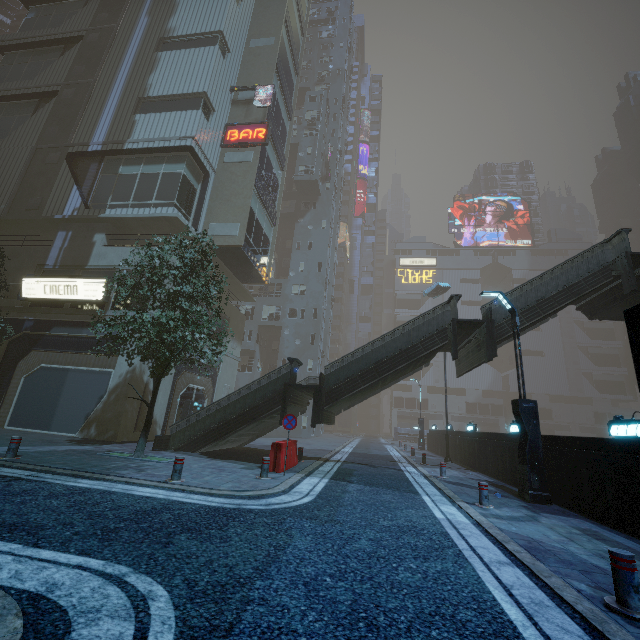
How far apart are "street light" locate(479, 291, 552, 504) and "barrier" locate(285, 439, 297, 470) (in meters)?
7.51

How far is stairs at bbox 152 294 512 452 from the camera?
12.9 meters

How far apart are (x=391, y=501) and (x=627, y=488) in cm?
515

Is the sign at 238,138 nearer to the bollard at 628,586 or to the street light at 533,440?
the street light at 533,440

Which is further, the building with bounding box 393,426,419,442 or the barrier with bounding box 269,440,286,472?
the building with bounding box 393,426,419,442

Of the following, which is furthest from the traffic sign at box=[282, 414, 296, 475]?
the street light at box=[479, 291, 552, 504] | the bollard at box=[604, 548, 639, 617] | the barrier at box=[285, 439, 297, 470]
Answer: the bollard at box=[604, 548, 639, 617]

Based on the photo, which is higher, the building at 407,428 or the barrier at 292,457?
the building at 407,428

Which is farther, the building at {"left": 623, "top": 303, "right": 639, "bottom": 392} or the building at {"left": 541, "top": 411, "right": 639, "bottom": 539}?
the building at {"left": 541, "top": 411, "right": 639, "bottom": 539}
